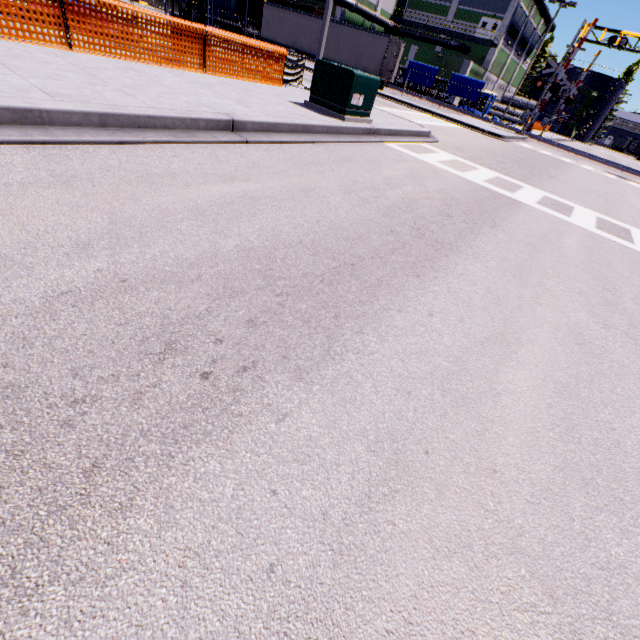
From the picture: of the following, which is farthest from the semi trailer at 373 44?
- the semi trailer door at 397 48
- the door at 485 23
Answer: the door at 485 23

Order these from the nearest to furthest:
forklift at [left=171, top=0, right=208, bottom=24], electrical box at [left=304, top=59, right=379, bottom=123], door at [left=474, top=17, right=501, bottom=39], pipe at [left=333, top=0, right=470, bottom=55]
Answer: electrical box at [left=304, top=59, right=379, bottom=123] → forklift at [left=171, top=0, right=208, bottom=24] → pipe at [left=333, top=0, right=470, bottom=55] → door at [left=474, top=17, right=501, bottom=39]

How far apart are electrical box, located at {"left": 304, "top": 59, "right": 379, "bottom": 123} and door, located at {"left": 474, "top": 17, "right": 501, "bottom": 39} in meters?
53.7 m

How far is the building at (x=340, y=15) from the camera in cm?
4149

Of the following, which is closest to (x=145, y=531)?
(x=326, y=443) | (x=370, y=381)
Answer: (x=326, y=443)

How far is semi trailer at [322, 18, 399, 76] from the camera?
26.27m

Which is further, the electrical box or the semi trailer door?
the semi trailer door

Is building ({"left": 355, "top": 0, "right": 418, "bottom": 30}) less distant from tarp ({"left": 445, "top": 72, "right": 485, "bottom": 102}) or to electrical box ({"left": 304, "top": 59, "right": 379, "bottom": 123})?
tarp ({"left": 445, "top": 72, "right": 485, "bottom": 102})
